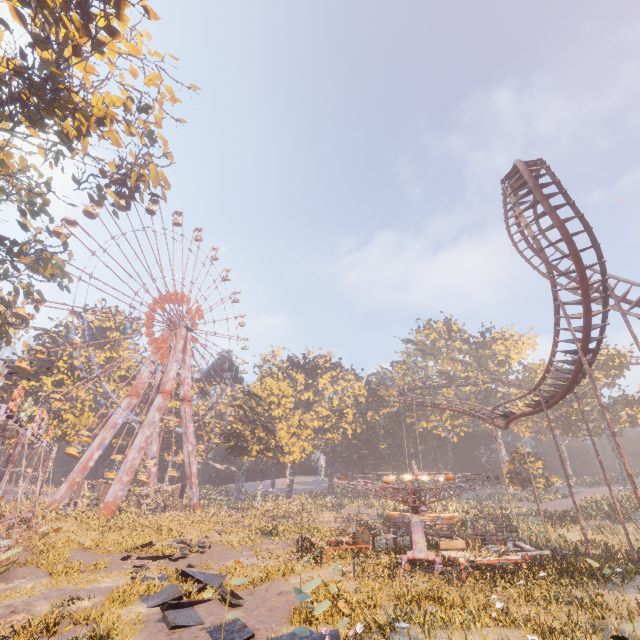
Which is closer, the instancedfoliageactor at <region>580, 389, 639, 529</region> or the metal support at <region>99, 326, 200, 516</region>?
the instancedfoliageactor at <region>580, 389, 639, 529</region>

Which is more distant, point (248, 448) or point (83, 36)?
point (248, 448)

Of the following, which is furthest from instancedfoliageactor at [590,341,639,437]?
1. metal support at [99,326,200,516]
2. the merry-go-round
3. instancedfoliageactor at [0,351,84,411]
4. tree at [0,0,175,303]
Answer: tree at [0,0,175,303]

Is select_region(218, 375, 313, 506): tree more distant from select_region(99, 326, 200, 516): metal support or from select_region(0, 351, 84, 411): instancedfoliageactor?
select_region(0, 351, 84, 411): instancedfoliageactor

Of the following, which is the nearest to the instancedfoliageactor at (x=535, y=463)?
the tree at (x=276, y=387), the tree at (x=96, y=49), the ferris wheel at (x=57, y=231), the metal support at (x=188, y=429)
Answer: the tree at (x=276, y=387)

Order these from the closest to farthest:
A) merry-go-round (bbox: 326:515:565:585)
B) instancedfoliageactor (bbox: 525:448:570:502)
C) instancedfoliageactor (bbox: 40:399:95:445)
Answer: merry-go-round (bbox: 326:515:565:585), instancedfoliageactor (bbox: 525:448:570:502), instancedfoliageactor (bbox: 40:399:95:445)

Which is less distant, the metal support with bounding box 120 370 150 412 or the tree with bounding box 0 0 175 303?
the tree with bounding box 0 0 175 303

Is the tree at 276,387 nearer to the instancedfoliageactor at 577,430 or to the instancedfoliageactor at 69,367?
the instancedfoliageactor at 577,430
